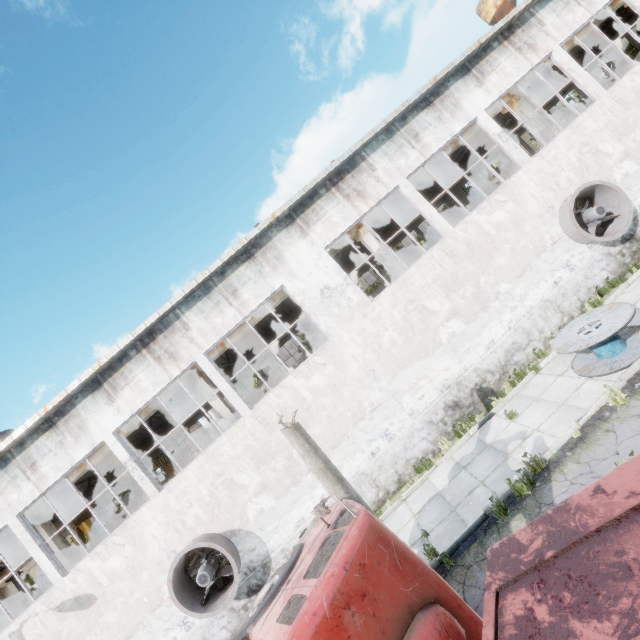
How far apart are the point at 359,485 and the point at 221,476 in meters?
4.7

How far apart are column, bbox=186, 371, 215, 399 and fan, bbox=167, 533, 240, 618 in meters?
2.8

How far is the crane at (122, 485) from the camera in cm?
1870

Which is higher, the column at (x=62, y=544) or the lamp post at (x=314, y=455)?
the column at (x=62, y=544)

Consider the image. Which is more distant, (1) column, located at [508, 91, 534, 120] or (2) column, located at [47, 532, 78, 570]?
(1) column, located at [508, 91, 534, 120]

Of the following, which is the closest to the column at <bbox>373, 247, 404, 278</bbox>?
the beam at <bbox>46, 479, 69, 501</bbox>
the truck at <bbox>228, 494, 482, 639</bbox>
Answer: the beam at <bbox>46, 479, 69, 501</bbox>

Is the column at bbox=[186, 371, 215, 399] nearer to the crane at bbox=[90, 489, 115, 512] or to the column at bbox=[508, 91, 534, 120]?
the crane at bbox=[90, 489, 115, 512]

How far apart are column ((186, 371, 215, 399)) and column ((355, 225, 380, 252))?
9.5 meters
